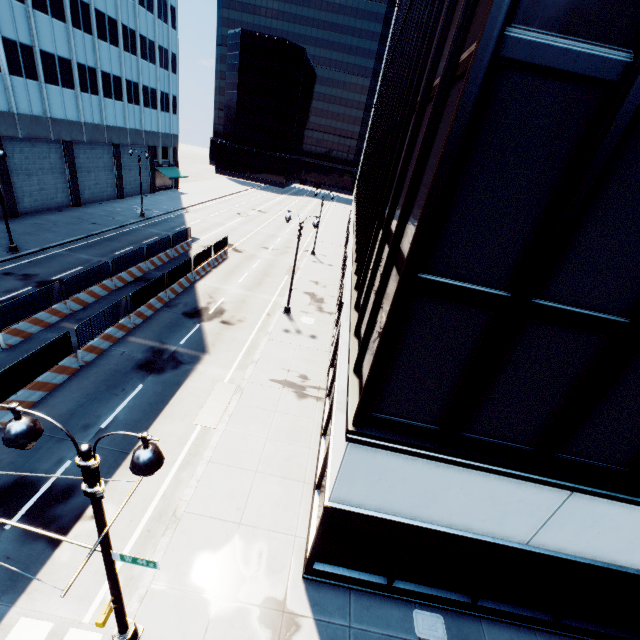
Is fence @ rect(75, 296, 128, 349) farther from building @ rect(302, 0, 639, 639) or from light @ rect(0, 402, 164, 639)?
building @ rect(302, 0, 639, 639)

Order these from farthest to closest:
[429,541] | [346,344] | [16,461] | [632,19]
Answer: [346,344]
[16,461]
[429,541]
[632,19]

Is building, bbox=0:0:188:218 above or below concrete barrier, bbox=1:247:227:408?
above

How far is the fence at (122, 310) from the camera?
15.43m

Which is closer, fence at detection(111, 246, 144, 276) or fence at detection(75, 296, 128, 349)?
fence at detection(75, 296, 128, 349)

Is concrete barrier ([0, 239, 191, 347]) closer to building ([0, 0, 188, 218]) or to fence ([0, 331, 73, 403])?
fence ([0, 331, 73, 403])

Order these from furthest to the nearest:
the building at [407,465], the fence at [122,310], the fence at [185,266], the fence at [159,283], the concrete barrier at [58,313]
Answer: the fence at [185,266], the fence at [159,283], the concrete barrier at [58,313], the fence at [122,310], the building at [407,465]

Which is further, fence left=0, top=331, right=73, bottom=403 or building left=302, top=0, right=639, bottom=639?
fence left=0, top=331, right=73, bottom=403
